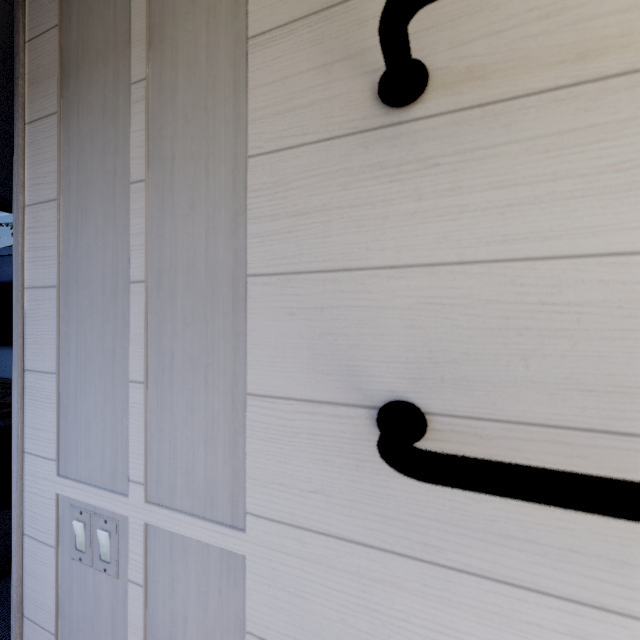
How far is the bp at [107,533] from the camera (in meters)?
0.73

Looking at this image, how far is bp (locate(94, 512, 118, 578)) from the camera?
0.73m

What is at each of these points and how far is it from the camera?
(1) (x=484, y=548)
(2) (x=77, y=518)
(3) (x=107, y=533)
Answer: (1) tree, 0.4m
(2) bp, 0.8m
(3) bp, 0.7m
